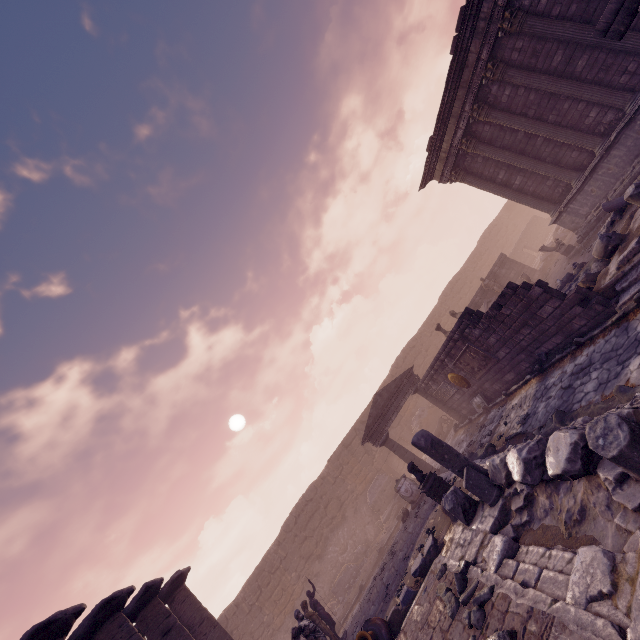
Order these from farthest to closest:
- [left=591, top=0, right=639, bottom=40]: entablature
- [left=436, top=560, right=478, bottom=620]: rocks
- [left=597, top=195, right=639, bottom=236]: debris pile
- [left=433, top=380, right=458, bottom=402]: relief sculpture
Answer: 1. [left=433, top=380, right=458, bottom=402]: relief sculpture
2. [left=597, top=195, right=639, bottom=236]: debris pile
3. [left=591, top=0, right=639, bottom=40]: entablature
4. [left=436, top=560, right=478, bottom=620]: rocks

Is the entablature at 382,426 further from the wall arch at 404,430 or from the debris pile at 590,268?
the wall arch at 404,430

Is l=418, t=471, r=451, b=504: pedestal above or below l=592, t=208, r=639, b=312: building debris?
above

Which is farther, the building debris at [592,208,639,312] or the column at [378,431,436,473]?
the column at [378,431,436,473]

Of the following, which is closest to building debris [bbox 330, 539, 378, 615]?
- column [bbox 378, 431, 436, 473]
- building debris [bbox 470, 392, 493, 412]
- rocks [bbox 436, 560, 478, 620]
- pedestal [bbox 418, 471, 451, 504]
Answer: column [bbox 378, 431, 436, 473]

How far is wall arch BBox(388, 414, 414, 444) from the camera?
23.0 meters

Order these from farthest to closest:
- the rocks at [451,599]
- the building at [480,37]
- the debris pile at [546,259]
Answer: the debris pile at [546,259] < the building at [480,37] < the rocks at [451,599]

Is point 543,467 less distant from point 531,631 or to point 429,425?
point 531,631
